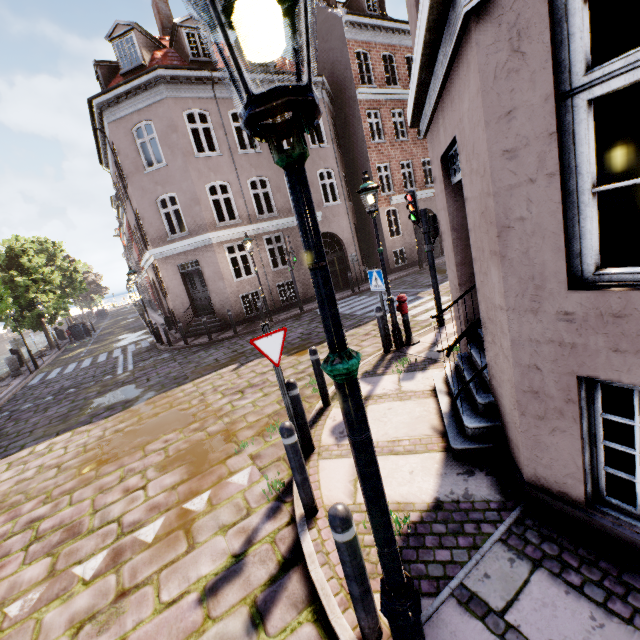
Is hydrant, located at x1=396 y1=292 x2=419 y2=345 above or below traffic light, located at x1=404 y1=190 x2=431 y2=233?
below

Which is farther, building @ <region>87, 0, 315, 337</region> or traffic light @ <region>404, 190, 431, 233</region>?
building @ <region>87, 0, 315, 337</region>

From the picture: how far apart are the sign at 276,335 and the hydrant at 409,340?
4.0 meters

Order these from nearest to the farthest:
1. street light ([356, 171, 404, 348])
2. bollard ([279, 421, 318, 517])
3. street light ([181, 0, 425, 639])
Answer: street light ([181, 0, 425, 639]) → bollard ([279, 421, 318, 517]) → street light ([356, 171, 404, 348])

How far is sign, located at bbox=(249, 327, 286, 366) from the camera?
4.0 meters

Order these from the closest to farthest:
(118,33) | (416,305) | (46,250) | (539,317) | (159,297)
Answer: (539,317), (416,305), (118,33), (159,297), (46,250)

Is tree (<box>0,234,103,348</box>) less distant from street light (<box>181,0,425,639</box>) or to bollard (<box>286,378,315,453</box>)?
street light (<box>181,0,425,639</box>)

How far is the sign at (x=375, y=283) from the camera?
7.15m
